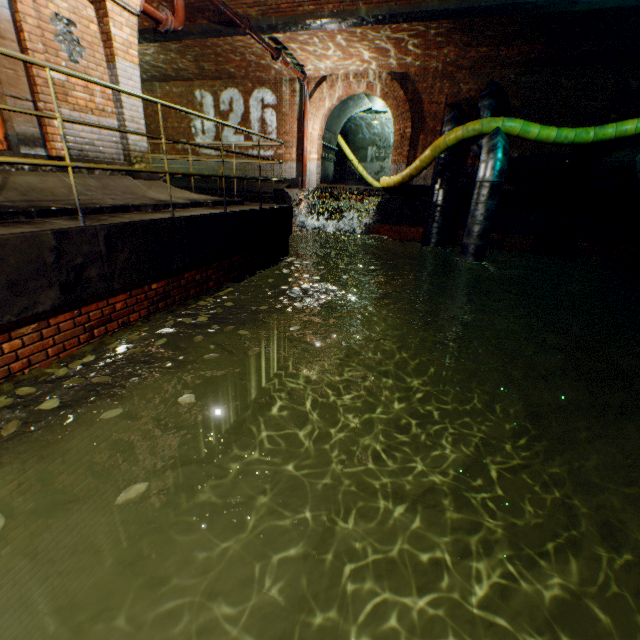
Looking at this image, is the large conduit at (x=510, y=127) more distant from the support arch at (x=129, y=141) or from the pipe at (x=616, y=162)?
the support arch at (x=129, y=141)

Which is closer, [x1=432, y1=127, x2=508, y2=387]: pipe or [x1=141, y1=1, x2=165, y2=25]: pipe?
[x1=141, y1=1, x2=165, y2=25]: pipe

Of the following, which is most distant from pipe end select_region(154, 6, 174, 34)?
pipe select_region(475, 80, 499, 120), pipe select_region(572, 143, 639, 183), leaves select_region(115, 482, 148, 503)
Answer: pipe select_region(572, 143, 639, 183)

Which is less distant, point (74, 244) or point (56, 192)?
point (74, 244)

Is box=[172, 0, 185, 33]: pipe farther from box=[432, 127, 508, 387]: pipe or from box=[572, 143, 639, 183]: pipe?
box=[572, 143, 639, 183]: pipe

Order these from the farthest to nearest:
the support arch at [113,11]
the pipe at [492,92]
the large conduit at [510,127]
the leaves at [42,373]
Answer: the pipe at [492,92] → the large conduit at [510,127] → the support arch at [113,11] → the leaves at [42,373]

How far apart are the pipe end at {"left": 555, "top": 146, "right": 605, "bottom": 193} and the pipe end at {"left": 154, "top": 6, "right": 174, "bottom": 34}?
12.5m

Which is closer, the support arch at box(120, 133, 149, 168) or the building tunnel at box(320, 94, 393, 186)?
the support arch at box(120, 133, 149, 168)
